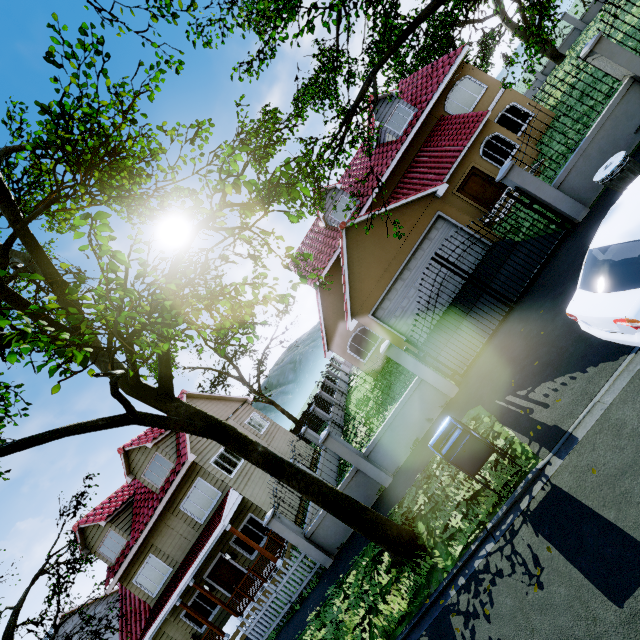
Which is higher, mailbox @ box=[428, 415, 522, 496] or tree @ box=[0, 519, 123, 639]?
tree @ box=[0, 519, 123, 639]

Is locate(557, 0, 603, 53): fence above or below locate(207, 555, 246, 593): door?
below

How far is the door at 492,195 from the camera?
16.4m

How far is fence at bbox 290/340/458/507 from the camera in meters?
9.4

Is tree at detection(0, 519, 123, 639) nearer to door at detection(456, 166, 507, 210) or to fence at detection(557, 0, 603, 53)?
fence at detection(557, 0, 603, 53)

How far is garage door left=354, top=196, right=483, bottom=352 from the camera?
13.15m

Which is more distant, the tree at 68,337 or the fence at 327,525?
the fence at 327,525

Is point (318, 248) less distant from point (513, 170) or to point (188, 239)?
point (513, 170)
